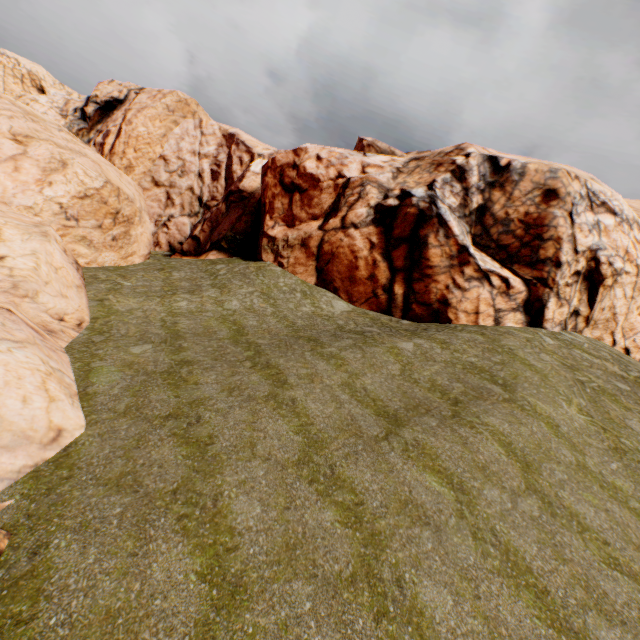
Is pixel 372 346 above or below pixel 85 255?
above
